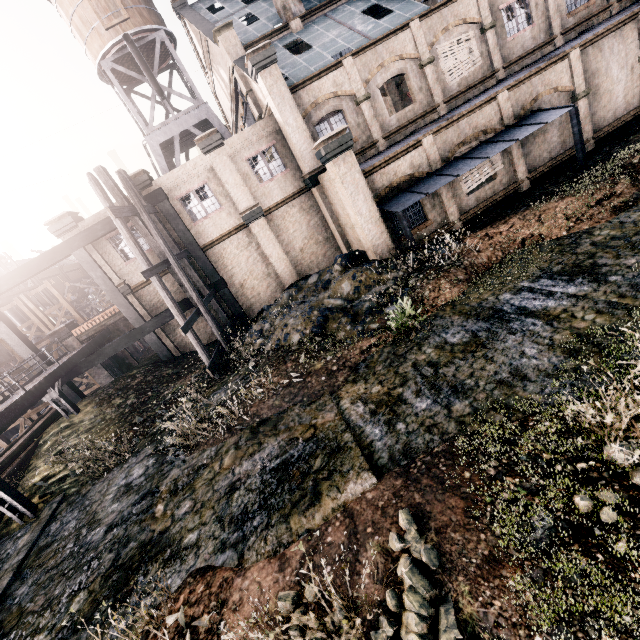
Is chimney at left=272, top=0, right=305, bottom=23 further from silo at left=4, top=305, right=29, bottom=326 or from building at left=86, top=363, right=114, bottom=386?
silo at left=4, top=305, right=29, bottom=326

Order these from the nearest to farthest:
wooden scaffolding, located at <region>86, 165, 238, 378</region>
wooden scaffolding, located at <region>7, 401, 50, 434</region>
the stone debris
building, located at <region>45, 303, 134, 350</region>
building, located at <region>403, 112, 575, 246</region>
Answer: the stone debris
wooden scaffolding, located at <region>86, 165, 238, 378</region>
building, located at <region>403, 112, 575, 246</region>
wooden scaffolding, located at <region>7, 401, 50, 434</region>
building, located at <region>45, 303, 134, 350</region>

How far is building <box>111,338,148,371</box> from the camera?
24.1m

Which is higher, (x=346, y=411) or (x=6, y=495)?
(x=6, y=495)

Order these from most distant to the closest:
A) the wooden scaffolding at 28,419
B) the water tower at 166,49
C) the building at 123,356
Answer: the building at 123,356
the water tower at 166,49
the wooden scaffolding at 28,419

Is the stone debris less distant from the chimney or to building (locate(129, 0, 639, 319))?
building (locate(129, 0, 639, 319))

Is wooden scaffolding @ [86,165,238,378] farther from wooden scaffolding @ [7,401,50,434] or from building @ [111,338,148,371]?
wooden scaffolding @ [7,401,50,434]

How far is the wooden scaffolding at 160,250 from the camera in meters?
13.9
